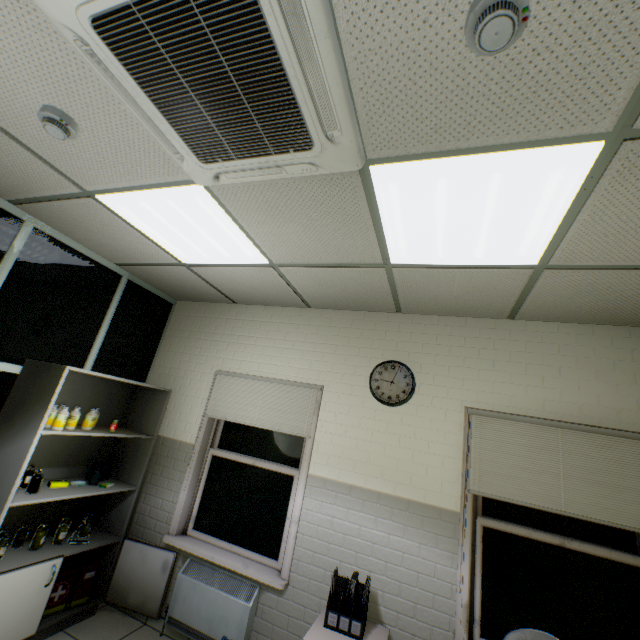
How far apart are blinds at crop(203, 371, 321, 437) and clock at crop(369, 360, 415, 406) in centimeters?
49cm

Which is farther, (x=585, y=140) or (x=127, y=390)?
(x=127, y=390)

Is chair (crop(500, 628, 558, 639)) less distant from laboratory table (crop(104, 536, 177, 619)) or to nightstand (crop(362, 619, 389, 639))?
nightstand (crop(362, 619, 389, 639))

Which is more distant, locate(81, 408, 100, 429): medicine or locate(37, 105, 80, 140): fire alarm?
locate(81, 408, 100, 429): medicine

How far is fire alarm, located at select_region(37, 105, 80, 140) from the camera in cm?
160

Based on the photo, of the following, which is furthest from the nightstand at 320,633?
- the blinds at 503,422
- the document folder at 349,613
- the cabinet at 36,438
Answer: the cabinet at 36,438

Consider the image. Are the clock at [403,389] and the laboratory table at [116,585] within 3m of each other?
yes

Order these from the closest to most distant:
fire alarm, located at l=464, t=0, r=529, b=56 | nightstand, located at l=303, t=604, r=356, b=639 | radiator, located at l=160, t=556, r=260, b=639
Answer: fire alarm, located at l=464, t=0, r=529, b=56 → nightstand, located at l=303, t=604, r=356, b=639 → radiator, located at l=160, t=556, r=260, b=639
